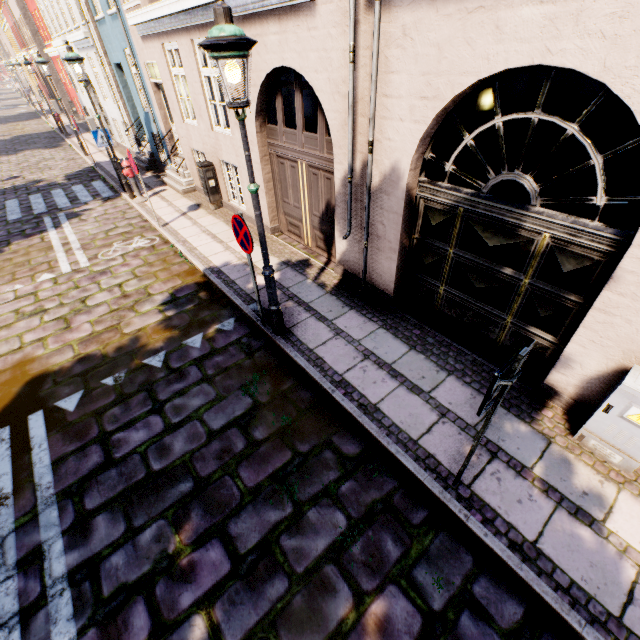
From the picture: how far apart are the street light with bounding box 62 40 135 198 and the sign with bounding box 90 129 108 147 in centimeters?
82cm

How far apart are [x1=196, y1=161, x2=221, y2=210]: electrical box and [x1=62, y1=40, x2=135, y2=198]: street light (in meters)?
3.14

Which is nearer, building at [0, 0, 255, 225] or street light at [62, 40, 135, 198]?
building at [0, 0, 255, 225]

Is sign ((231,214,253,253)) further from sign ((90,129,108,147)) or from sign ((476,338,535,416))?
sign ((90,129,108,147))

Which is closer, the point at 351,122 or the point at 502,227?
the point at 502,227

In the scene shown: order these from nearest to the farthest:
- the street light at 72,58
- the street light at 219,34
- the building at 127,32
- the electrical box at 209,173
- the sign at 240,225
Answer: the street light at 219,34, the sign at 240,225, the building at 127,32, the street light at 72,58, the electrical box at 209,173

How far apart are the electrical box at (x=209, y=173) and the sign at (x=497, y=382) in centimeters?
912cm

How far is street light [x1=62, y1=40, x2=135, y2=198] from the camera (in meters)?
8.32
